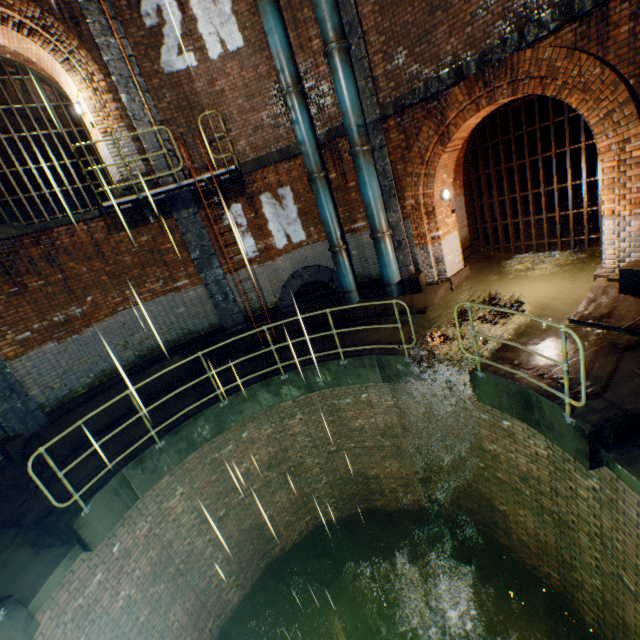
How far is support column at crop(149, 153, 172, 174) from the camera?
8.46m

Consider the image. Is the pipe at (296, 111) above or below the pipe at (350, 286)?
above

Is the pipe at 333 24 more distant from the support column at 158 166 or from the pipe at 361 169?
the support column at 158 166

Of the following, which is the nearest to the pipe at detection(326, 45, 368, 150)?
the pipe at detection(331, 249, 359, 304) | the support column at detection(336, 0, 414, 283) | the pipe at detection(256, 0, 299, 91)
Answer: the support column at detection(336, 0, 414, 283)

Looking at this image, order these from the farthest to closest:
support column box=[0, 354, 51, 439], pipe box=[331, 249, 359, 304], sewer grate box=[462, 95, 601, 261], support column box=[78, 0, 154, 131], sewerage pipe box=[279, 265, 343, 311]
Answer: sewerage pipe box=[279, 265, 343, 311] → pipe box=[331, 249, 359, 304] → sewer grate box=[462, 95, 601, 261] → support column box=[78, 0, 154, 131] → support column box=[0, 354, 51, 439]

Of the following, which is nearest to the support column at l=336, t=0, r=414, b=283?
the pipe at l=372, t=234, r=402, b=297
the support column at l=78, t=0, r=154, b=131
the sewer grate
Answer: the pipe at l=372, t=234, r=402, b=297

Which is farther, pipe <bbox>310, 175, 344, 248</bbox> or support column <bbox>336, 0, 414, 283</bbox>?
pipe <bbox>310, 175, 344, 248</bbox>

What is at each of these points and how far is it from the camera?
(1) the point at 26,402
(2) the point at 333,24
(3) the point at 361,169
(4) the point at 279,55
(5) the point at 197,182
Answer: (1) support column, 7.2m
(2) pipe, 7.0m
(3) pipe, 8.0m
(4) pipe, 7.6m
(5) ladder, 7.9m
